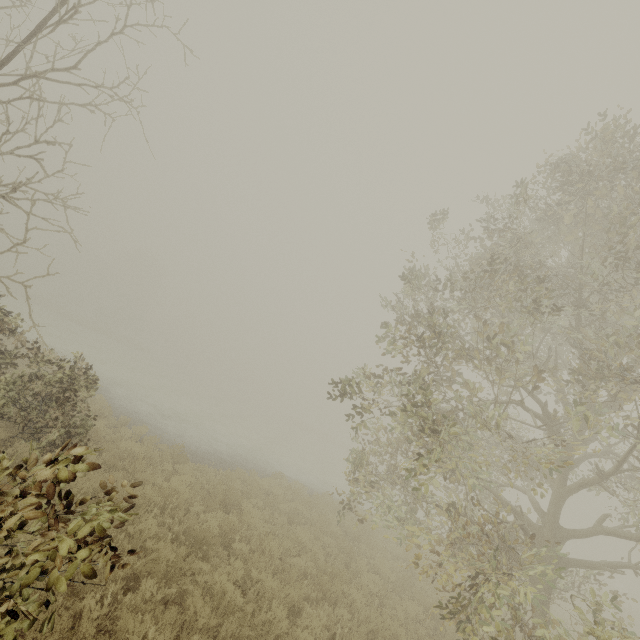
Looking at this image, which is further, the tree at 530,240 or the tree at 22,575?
the tree at 530,240

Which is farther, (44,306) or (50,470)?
(44,306)

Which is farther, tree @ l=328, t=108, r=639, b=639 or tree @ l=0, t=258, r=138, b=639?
tree @ l=328, t=108, r=639, b=639
